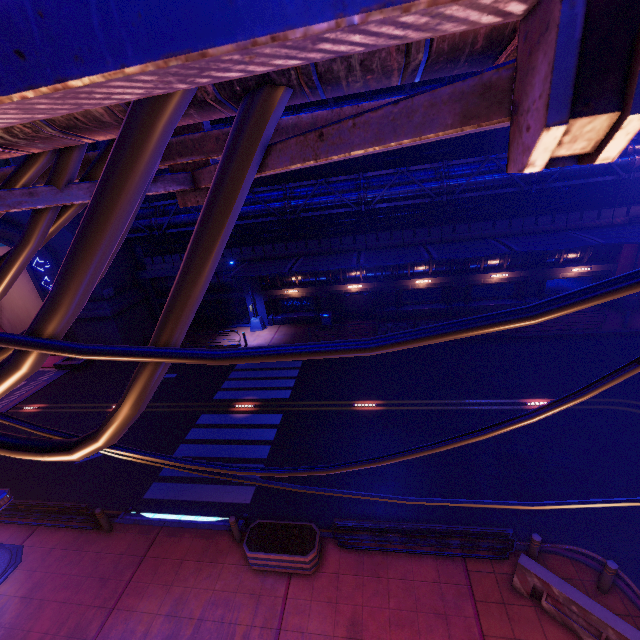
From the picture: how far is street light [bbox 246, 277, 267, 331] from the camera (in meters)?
25.33

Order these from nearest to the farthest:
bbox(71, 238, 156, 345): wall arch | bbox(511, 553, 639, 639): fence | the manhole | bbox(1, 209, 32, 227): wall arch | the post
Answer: bbox(511, 553, 639, 639): fence, the post, the manhole, bbox(1, 209, 32, 227): wall arch, bbox(71, 238, 156, 345): wall arch

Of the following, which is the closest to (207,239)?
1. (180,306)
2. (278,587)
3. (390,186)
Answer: (180,306)

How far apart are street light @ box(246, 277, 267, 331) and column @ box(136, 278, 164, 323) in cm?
791

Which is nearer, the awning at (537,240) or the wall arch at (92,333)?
the awning at (537,240)

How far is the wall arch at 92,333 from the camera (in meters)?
23.66

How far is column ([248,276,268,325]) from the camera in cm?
2535

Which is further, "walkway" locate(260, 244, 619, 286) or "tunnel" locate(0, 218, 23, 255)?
"walkway" locate(260, 244, 619, 286)
